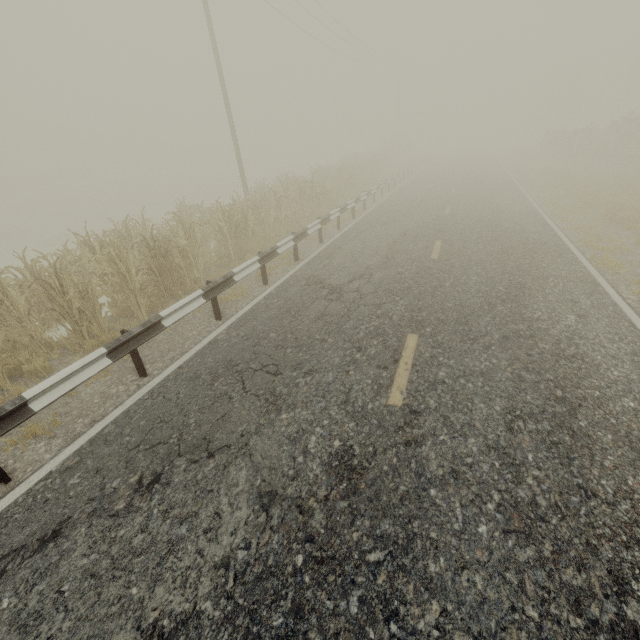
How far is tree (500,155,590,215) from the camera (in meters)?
13.55

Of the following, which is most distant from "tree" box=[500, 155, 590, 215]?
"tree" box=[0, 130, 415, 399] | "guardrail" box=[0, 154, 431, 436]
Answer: "tree" box=[0, 130, 415, 399]

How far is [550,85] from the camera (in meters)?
45.72

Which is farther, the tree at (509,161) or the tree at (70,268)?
the tree at (509,161)

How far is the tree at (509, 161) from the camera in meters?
13.5

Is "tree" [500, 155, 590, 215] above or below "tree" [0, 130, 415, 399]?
below
